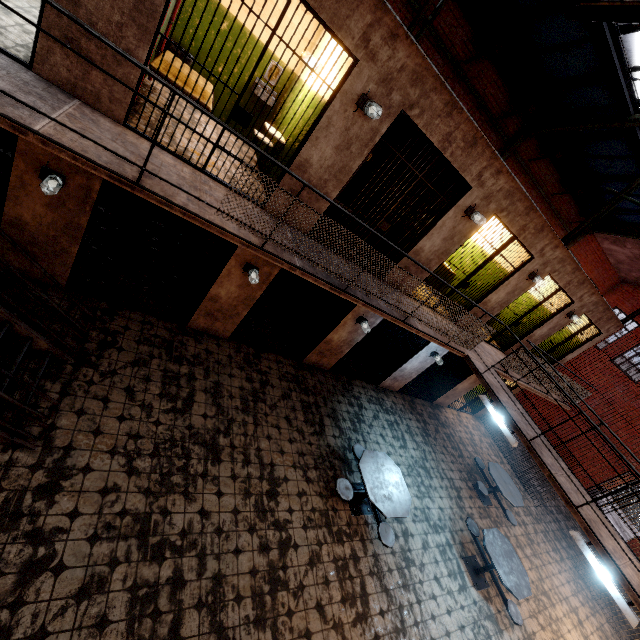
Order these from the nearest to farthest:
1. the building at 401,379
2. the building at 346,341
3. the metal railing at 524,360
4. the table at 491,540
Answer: the metal railing at 524,360 → the table at 491,540 → the building at 346,341 → the building at 401,379

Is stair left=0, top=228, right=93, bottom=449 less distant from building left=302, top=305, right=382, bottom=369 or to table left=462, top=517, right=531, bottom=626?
building left=302, top=305, right=382, bottom=369

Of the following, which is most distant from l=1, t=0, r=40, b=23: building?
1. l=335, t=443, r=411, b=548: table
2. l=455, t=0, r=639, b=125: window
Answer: l=335, t=443, r=411, b=548: table

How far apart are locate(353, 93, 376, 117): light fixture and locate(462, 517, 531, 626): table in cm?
833

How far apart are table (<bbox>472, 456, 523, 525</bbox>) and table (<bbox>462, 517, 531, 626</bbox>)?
1.4 meters

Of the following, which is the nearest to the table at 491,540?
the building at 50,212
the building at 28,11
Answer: the building at 50,212

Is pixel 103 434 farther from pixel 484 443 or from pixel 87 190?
pixel 484 443

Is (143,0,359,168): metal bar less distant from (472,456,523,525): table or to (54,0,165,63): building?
(54,0,165,63): building
